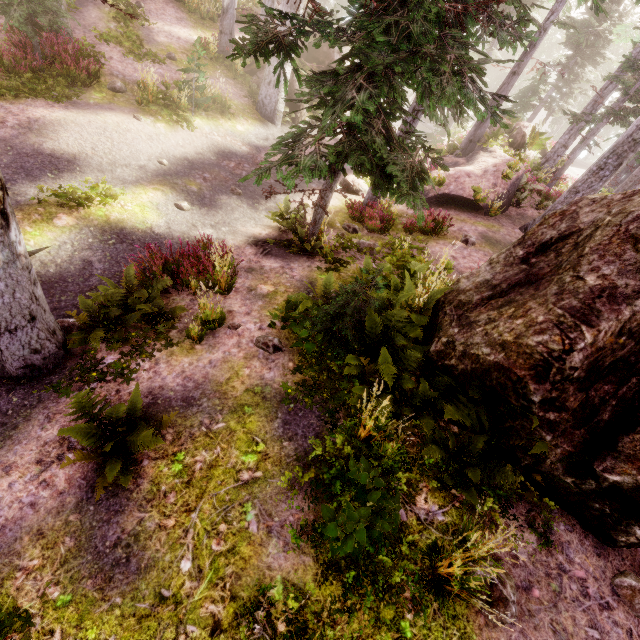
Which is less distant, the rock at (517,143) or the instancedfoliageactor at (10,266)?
the instancedfoliageactor at (10,266)

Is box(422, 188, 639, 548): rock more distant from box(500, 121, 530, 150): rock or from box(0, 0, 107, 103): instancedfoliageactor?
box(500, 121, 530, 150): rock

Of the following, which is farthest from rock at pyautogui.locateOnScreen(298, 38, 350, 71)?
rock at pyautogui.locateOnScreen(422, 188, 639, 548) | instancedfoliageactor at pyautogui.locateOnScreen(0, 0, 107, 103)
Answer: rock at pyautogui.locateOnScreen(422, 188, 639, 548)

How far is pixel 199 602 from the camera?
3.4 meters

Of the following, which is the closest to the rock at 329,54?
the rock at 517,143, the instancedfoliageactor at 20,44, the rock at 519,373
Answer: the instancedfoliageactor at 20,44

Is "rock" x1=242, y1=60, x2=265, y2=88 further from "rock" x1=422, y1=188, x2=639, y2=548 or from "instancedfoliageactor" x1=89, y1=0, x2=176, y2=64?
"rock" x1=422, y1=188, x2=639, y2=548

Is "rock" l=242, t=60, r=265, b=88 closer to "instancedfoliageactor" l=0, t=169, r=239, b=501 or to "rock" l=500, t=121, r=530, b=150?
"instancedfoliageactor" l=0, t=169, r=239, b=501
